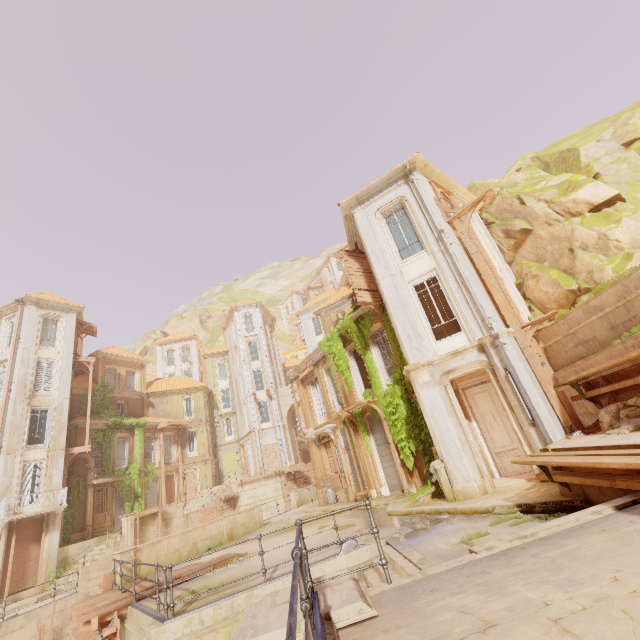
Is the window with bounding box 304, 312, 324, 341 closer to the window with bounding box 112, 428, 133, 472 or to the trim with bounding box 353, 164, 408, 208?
the window with bounding box 112, 428, 133, 472

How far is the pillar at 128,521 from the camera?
22.5m

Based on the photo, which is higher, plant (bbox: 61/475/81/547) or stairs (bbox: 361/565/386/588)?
plant (bbox: 61/475/81/547)

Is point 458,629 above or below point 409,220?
below

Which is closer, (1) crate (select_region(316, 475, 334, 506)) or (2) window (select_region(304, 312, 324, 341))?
(1) crate (select_region(316, 475, 334, 506))

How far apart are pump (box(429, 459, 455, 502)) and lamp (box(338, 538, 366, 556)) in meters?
3.3 m

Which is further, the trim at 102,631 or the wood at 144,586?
the wood at 144,586

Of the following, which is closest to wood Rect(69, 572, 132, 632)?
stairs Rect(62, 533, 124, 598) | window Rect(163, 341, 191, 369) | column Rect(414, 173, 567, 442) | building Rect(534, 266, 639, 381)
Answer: building Rect(534, 266, 639, 381)
